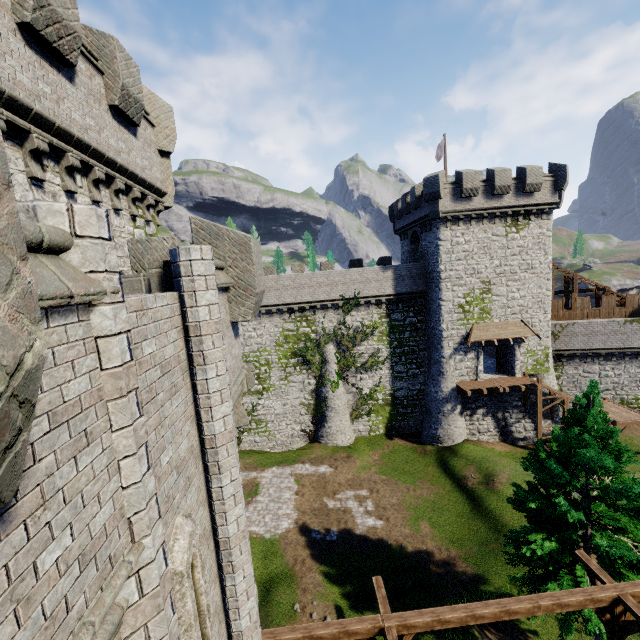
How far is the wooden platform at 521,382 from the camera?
25.9m

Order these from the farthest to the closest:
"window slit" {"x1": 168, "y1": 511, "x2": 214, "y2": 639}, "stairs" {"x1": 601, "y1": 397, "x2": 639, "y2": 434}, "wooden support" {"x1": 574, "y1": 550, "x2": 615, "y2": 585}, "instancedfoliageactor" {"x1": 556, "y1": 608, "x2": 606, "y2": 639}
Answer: "stairs" {"x1": 601, "y1": 397, "x2": 639, "y2": 434}, "instancedfoliageactor" {"x1": 556, "y1": 608, "x2": 606, "y2": 639}, "wooden support" {"x1": 574, "y1": 550, "x2": 615, "y2": 585}, "window slit" {"x1": 168, "y1": 511, "x2": 214, "y2": 639}

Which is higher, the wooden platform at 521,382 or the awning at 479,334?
the awning at 479,334

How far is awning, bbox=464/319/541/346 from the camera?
26.66m

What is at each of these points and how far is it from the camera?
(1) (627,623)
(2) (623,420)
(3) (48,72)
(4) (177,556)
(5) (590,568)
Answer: (1) wooden support, 8.1m
(2) stairs, 25.1m
(3) building tower, 7.0m
(4) window slit, 4.2m
(5) wooden support, 9.0m

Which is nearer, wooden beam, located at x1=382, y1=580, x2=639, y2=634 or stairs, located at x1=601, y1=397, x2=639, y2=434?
wooden beam, located at x1=382, y1=580, x2=639, y2=634

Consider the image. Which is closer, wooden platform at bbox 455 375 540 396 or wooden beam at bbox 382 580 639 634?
wooden beam at bbox 382 580 639 634

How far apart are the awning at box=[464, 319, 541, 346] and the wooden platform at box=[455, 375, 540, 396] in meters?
3.1 m
